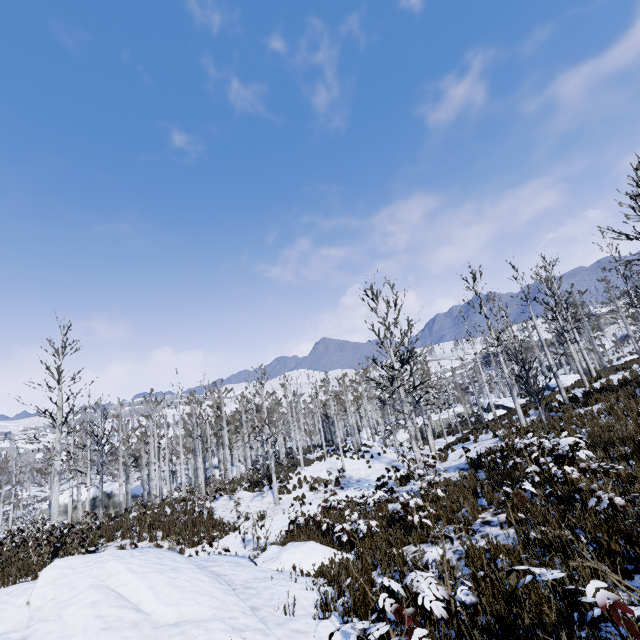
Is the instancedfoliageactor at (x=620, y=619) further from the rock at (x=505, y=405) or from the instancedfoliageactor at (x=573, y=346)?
the rock at (x=505, y=405)

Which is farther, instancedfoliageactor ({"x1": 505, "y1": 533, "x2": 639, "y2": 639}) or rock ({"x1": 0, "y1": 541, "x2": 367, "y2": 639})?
rock ({"x1": 0, "y1": 541, "x2": 367, "y2": 639})

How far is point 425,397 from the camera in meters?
19.1 m

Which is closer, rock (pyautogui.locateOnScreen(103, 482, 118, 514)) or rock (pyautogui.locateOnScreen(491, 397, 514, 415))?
rock (pyautogui.locateOnScreen(491, 397, 514, 415))

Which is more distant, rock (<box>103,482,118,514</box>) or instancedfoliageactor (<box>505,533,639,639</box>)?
rock (<box>103,482,118,514</box>)

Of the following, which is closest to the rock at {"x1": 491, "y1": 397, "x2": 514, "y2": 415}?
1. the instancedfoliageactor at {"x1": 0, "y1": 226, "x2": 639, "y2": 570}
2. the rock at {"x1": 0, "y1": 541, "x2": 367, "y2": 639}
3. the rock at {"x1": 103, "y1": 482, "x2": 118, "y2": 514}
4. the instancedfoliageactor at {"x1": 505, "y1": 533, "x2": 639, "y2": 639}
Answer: the instancedfoliageactor at {"x1": 0, "y1": 226, "x2": 639, "y2": 570}

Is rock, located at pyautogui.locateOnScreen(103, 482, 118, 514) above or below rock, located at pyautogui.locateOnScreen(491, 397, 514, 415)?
below

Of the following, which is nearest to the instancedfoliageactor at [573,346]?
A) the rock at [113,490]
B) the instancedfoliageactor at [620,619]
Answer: the instancedfoliageactor at [620,619]
